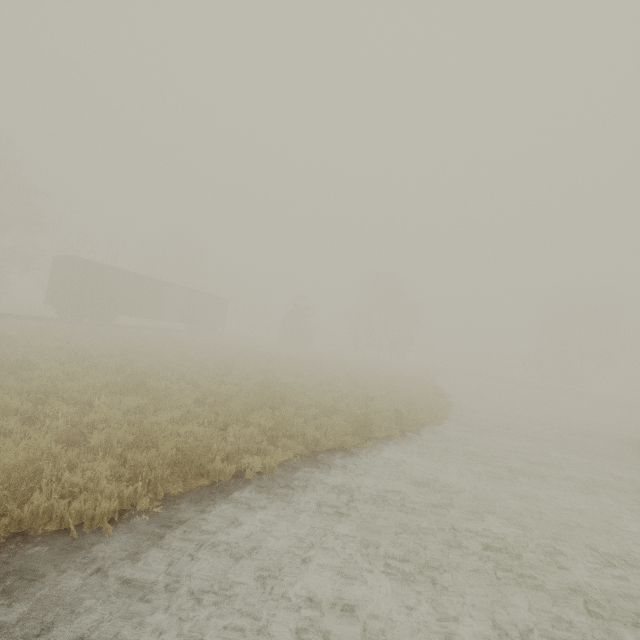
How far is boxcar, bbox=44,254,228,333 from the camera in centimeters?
2350cm

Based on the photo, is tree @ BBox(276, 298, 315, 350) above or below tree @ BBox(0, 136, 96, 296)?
below

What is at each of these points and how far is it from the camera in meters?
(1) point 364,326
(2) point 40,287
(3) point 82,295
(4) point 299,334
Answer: (1) tree, 48.1
(2) tree, 39.9
(3) boxcar, 23.3
(4) tree, 42.5

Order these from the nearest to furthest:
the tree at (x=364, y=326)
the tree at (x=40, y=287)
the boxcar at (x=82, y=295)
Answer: the boxcar at (x=82, y=295) → the tree at (x=40, y=287) → the tree at (x=364, y=326)

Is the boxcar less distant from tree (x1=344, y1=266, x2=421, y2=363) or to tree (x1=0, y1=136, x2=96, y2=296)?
tree (x1=0, y1=136, x2=96, y2=296)

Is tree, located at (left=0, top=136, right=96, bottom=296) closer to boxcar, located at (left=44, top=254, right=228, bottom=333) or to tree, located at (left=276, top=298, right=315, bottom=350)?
tree, located at (left=276, top=298, right=315, bottom=350)

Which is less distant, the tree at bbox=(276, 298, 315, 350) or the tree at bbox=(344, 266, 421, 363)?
the tree at bbox=(276, 298, 315, 350)

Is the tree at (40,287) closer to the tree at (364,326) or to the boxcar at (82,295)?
the boxcar at (82,295)
